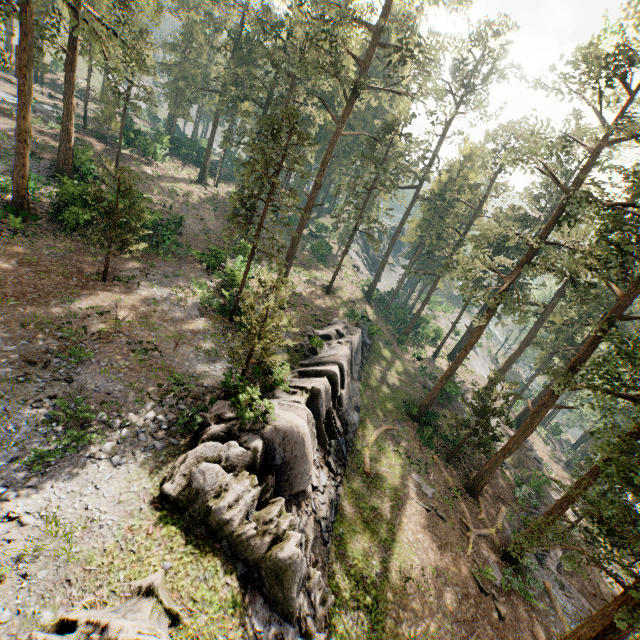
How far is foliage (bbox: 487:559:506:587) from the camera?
18.69m

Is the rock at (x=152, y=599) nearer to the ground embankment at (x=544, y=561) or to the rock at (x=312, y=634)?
the rock at (x=312, y=634)

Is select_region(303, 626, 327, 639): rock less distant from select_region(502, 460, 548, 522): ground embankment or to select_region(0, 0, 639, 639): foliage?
select_region(0, 0, 639, 639): foliage

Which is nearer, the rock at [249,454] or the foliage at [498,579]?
the rock at [249,454]

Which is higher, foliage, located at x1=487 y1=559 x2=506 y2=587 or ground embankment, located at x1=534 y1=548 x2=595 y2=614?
foliage, located at x1=487 y1=559 x2=506 y2=587

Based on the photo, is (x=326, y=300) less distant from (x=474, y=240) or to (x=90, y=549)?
(x=474, y=240)

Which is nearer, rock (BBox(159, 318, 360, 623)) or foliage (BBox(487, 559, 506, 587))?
rock (BBox(159, 318, 360, 623))
